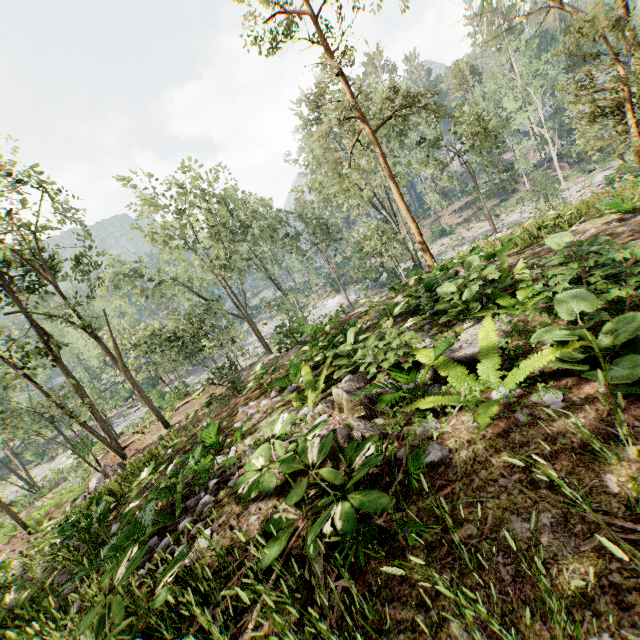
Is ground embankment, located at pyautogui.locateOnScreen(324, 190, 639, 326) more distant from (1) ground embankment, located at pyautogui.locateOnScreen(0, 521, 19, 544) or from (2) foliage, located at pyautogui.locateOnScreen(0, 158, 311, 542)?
(1) ground embankment, located at pyautogui.locateOnScreen(0, 521, 19, 544)

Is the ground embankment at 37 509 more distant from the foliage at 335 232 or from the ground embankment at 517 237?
the ground embankment at 517 237

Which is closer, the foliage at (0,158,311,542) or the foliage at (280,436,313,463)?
the foliage at (280,436,313,463)

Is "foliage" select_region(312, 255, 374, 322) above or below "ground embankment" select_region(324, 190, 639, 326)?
below

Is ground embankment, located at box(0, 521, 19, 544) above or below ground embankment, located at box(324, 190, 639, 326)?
below

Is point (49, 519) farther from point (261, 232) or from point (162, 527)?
point (261, 232)

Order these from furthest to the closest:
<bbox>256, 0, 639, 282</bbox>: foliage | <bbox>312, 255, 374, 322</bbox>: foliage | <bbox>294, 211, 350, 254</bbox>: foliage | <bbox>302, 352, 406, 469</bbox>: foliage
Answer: <bbox>294, 211, 350, 254</bbox>: foliage, <bbox>312, 255, 374, 322</bbox>: foliage, <bbox>256, 0, 639, 282</bbox>: foliage, <bbox>302, 352, 406, 469</bbox>: foliage
